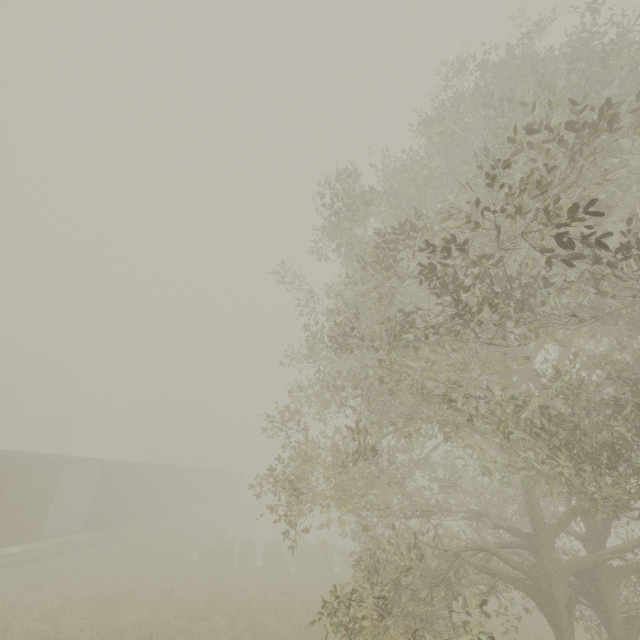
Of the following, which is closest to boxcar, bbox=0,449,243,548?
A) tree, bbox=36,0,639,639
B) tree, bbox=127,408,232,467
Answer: tree, bbox=36,0,639,639

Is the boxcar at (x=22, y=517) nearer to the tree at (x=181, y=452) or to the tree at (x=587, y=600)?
the tree at (x=587, y=600)

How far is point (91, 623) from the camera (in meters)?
11.52

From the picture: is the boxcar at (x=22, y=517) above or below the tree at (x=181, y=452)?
below

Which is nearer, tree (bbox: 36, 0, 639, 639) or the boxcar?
tree (bbox: 36, 0, 639, 639)

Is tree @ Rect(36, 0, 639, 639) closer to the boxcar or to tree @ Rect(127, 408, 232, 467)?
the boxcar

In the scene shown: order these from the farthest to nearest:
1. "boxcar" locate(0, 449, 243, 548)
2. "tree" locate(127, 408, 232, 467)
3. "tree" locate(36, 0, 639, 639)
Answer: "tree" locate(127, 408, 232, 467)
"boxcar" locate(0, 449, 243, 548)
"tree" locate(36, 0, 639, 639)
